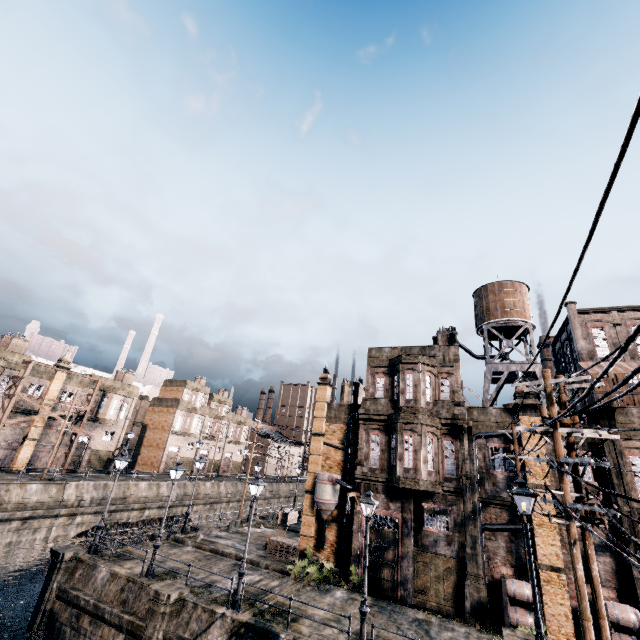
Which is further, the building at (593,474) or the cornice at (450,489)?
the cornice at (450,489)

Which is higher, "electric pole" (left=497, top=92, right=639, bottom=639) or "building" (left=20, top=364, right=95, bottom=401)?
"building" (left=20, top=364, right=95, bottom=401)

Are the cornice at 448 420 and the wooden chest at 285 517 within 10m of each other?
no

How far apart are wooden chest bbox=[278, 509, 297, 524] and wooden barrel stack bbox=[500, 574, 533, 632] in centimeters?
2420cm

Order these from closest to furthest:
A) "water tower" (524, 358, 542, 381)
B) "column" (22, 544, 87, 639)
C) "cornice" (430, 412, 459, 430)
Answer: "column" (22, 544, 87, 639)
"cornice" (430, 412, 459, 430)
"water tower" (524, 358, 542, 381)

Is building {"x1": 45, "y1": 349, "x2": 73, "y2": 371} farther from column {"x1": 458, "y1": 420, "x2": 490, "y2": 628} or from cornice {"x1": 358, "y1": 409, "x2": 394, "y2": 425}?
column {"x1": 458, "y1": 420, "x2": 490, "y2": 628}

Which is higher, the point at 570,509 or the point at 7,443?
the point at 570,509

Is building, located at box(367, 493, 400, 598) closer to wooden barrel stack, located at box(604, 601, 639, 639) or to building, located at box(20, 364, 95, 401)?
wooden barrel stack, located at box(604, 601, 639, 639)
